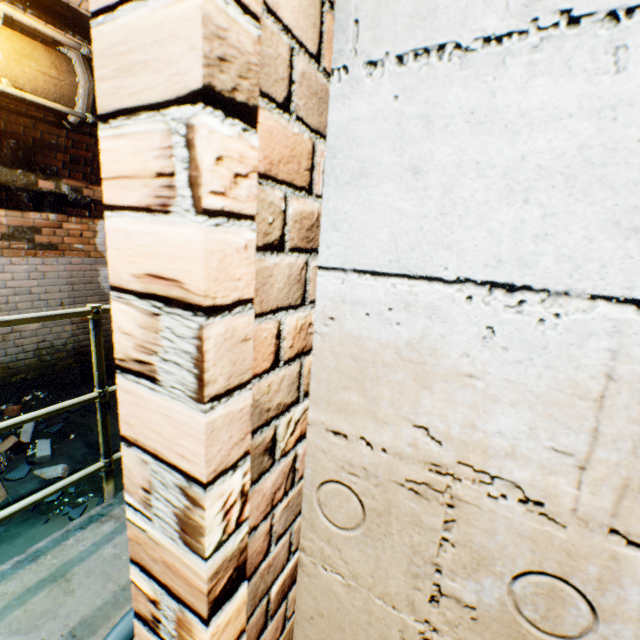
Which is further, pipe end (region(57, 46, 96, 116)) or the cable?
pipe end (region(57, 46, 96, 116))

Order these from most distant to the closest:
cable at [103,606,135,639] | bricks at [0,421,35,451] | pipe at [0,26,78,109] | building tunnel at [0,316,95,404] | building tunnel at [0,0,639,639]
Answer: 1. building tunnel at [0,316,95,404]
2. bricks at [0,421,35,451]
3. pipe at [0,26,78,109]
4. cable at [103,606,135,639]
5. building tunnel at [0,0,639,639]

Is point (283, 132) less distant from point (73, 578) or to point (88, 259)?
point (73, 578)

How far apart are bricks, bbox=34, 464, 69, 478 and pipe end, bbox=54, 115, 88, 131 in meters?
3.2

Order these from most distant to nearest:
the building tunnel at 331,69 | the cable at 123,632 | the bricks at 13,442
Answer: the bricks at 13,442, the cable at 123,632, the building tunnel at 331,69

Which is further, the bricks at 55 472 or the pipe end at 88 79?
the bricks at 55 472

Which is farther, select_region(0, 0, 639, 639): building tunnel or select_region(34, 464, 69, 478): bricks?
select_region(34, 464, 69, 478): bricks
